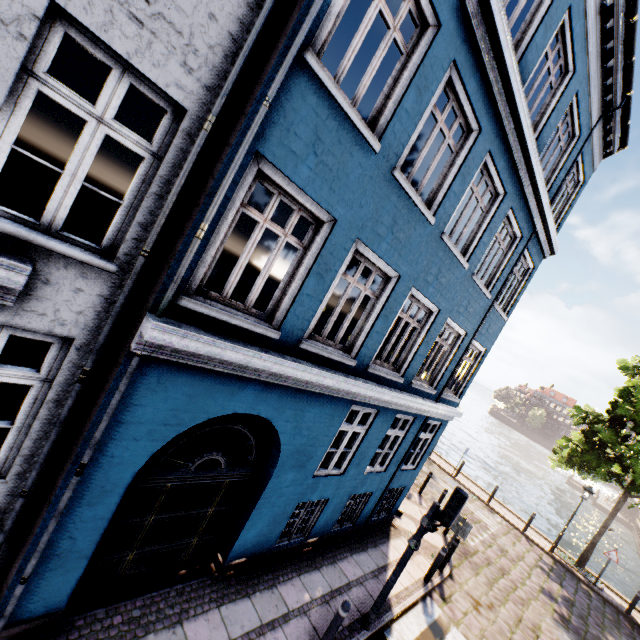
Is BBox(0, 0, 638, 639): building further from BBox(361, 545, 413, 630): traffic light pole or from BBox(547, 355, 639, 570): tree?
BBox(547, 355, 639, 570): tree

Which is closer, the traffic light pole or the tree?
the traffic light pole

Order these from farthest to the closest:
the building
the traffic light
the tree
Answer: the tree, the traffic light, the building

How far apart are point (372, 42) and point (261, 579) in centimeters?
1560cm

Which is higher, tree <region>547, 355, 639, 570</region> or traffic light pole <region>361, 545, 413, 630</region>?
tree <region>547, 355, 639, 570</region>

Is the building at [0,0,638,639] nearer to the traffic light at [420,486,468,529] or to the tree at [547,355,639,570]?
the traffic light at [420,486,468,529]

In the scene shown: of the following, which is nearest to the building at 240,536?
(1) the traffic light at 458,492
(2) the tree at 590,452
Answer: (1) the traffic light at 458,492

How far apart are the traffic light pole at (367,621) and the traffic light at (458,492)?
0.51m
